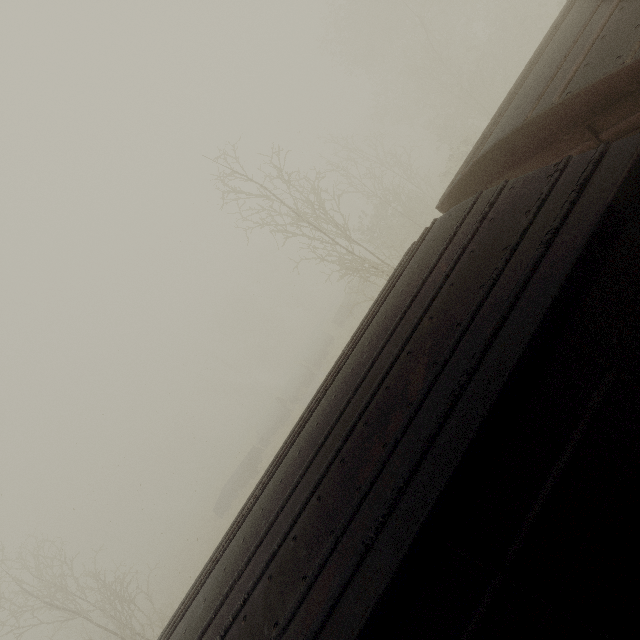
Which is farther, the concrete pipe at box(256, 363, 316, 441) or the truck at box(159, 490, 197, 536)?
the truck at box(159, 490, 197, 536)

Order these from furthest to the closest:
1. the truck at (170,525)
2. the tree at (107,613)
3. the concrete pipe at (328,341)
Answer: the truck at (170,525) < the concrete pipe at (328,341) < the tree at (107,613)

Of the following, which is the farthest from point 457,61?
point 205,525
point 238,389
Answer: point 238,389

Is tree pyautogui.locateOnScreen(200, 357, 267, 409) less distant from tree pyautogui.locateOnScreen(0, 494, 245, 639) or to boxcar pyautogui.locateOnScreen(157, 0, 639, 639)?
tree pyautogui.locateOnScreen(0, 494, 245, 639)

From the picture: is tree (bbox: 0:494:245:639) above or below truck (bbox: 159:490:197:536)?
above

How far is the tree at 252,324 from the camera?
57.4 meters

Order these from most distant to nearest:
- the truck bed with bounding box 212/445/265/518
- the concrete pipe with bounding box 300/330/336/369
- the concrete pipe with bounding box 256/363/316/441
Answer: the concrete pipe with bounding box 300/330/336/369, the concrete pipe with bounding box 256/363/316/441, the truck bed with bounding box 212/445/265/518

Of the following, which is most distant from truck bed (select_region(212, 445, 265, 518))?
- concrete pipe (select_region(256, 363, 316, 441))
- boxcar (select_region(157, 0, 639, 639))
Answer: boxcar (select_region(157, 0, 639, 639))
